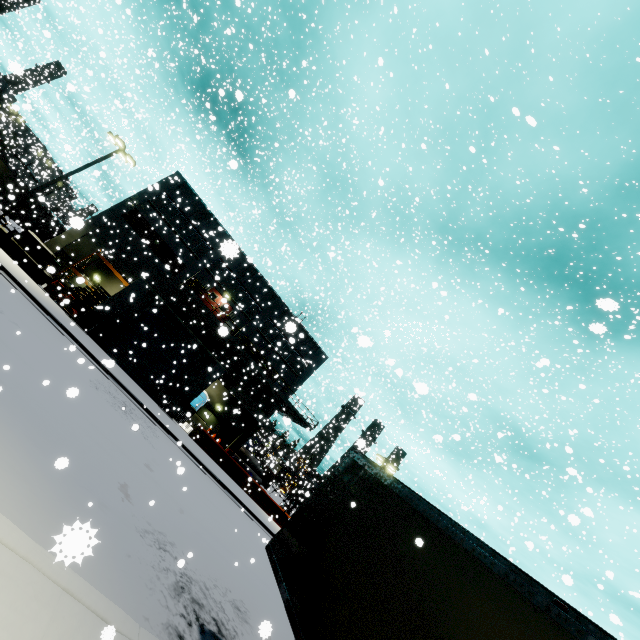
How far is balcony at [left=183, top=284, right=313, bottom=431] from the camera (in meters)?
28.44

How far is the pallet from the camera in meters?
22.6 m

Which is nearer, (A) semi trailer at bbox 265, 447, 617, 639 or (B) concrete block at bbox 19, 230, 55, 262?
(A) semi trailer at bbox 265, 447, 617, 639

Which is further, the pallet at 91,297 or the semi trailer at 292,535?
the pallet at 91,297

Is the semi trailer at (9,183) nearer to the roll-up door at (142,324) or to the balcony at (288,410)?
the balcony at (288,410)

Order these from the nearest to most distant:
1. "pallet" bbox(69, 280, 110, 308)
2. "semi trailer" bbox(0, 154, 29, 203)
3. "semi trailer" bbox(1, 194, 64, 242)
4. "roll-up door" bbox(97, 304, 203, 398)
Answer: "semi trailer" bbox(0, 154, 29, 203) → "roll-up door" bbox(97, 304, 203, 398) → "pallet" bbox(69, 280, 110, 308) → "semi trailer" bbox(1, 194, 64, 242)

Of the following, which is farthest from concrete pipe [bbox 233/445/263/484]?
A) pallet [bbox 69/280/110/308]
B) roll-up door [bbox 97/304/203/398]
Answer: pallet [bbox 69/280/110/308]

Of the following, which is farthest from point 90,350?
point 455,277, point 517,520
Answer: point 455,277
